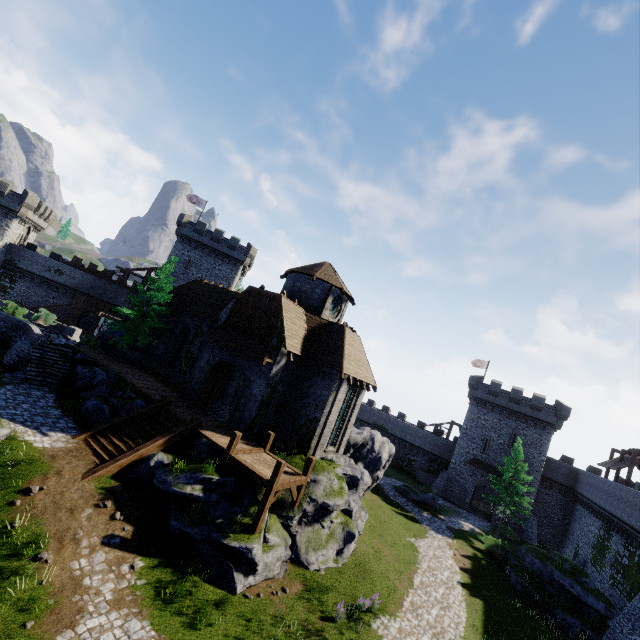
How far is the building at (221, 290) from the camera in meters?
20.3 m

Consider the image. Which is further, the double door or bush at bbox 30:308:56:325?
bush at bbox 30:308:56:325

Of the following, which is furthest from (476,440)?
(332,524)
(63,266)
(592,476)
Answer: (63,266)

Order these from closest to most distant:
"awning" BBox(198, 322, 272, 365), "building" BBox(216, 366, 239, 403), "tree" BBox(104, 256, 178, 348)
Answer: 1. "awning" BBox(198, 322, 272, 365)
2. "building" BBox(216, 366, 239, 403)
3. "tree" BBox(104, 256, 178, 348)

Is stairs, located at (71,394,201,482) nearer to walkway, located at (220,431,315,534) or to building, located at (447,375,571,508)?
walkway, located at (220,431,315,534)

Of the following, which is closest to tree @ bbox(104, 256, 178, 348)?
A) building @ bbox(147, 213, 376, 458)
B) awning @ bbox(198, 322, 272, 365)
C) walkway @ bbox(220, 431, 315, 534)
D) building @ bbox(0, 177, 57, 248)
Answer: building @ bbox(147, 213, 376, 458)

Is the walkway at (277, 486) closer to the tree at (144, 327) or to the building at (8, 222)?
the tree at (144, 327)

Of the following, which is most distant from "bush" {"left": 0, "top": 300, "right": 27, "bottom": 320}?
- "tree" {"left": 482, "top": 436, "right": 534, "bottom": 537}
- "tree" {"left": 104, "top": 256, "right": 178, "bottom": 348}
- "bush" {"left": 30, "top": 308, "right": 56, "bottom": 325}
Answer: "tree" {"left": 482, "top": 436, "right": 534, "bottom": 537}
